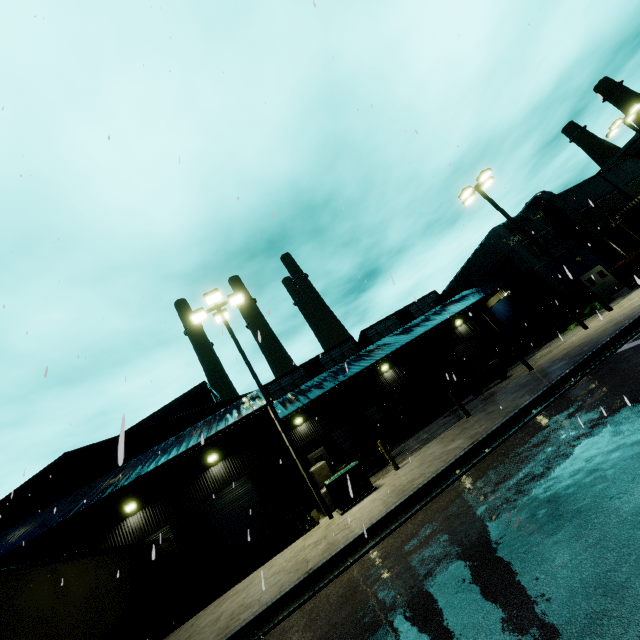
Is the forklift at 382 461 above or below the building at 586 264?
below

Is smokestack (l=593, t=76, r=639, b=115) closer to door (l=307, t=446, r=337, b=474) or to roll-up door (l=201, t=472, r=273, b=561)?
door (l=307, t=446, r=337, b=474)

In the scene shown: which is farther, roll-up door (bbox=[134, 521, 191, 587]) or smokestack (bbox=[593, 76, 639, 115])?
smokestack (bbox=[593, 76, 639, 115])

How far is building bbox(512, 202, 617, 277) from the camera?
27.8 meters

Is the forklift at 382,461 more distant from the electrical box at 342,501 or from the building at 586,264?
the electrical box at 342,501

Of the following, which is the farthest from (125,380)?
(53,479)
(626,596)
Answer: (53,479)

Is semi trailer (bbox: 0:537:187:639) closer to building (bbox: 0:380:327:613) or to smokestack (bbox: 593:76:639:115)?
building (bbox: 0:380:327:613)

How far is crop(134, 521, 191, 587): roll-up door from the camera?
17.5 meters
